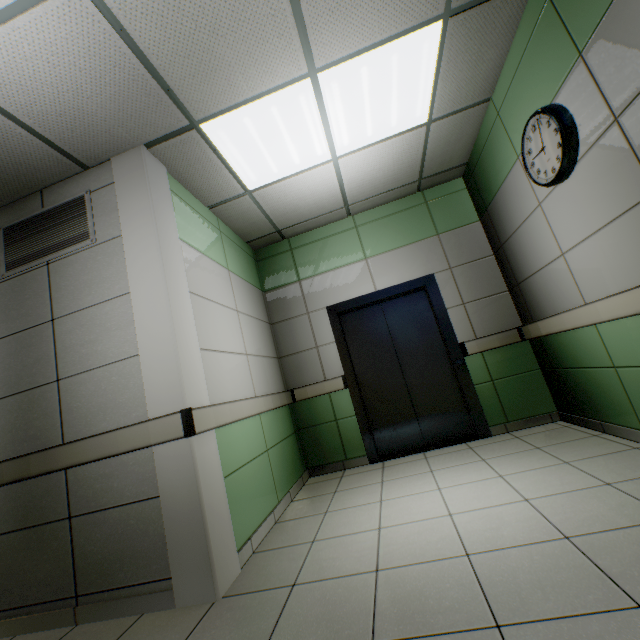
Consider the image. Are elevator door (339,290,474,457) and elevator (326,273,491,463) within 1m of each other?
yes

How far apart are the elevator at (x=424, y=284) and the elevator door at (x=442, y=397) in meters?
0.0 m

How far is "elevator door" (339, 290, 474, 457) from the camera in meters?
4.1

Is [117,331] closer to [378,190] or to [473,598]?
[473,598]

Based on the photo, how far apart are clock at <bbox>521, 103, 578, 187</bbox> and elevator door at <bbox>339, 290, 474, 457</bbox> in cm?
186

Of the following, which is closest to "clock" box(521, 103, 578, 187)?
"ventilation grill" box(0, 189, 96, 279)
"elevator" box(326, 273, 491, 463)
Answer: "elevator" box(326, 273, 491, 463)

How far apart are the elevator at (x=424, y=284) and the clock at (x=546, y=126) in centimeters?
163cm
